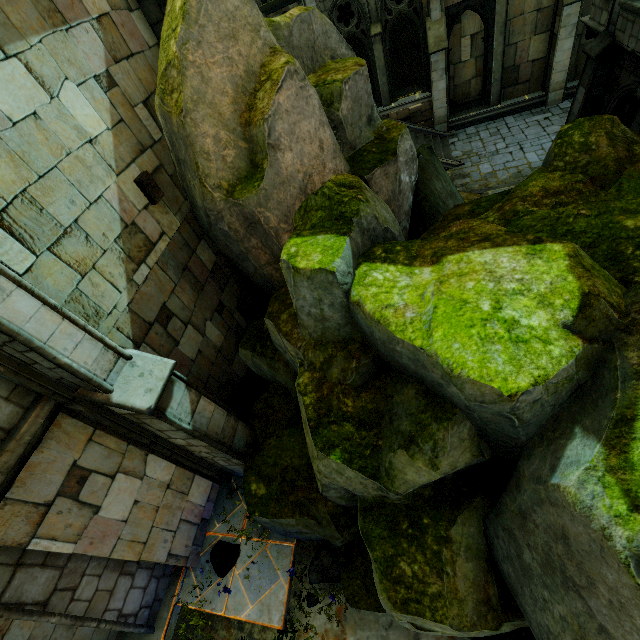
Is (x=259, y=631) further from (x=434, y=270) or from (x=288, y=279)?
(x=434, y=270)

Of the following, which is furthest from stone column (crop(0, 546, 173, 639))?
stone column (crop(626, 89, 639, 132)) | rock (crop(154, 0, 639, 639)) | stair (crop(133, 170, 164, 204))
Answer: stone column (crop(626, 89, 639, 132))

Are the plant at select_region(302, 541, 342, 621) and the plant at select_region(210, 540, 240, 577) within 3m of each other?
yes

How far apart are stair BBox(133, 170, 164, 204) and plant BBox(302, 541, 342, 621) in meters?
7.1 m

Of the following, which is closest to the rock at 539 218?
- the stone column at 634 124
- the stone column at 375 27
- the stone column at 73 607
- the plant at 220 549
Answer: the stone column at 634 124

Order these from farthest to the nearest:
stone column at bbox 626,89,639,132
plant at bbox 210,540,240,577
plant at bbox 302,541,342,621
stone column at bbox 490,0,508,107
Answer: stone column at bbox 490,0,508,107, stone column at bbox 626,89,639,132, plant at bbox 210,540,240,577, plant at bbox 302,541,342,621

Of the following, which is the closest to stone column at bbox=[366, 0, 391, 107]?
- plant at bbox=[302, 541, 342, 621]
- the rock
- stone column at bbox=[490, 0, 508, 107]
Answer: stone column at bbox=[490, 0, 508, 107]

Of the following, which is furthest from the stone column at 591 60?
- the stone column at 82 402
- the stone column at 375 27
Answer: the stone column at 82 402
